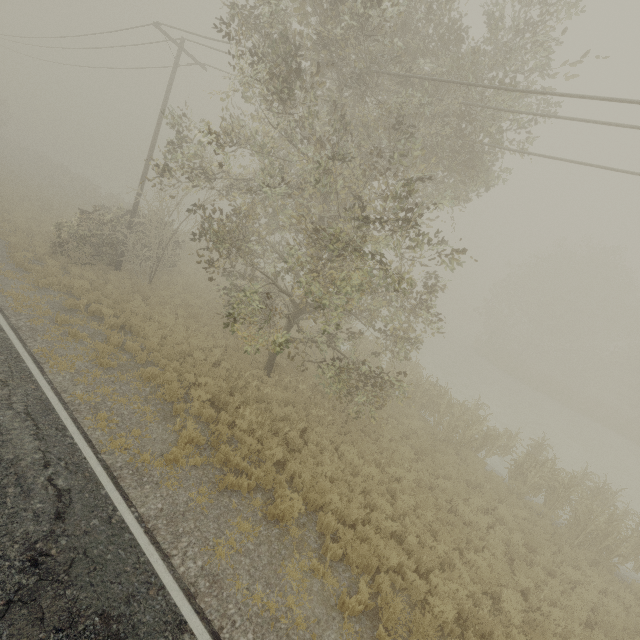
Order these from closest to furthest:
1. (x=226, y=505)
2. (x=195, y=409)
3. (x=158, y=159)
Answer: (x=226, y=505) → (x=195, y=409) → (x=158, y=159)
